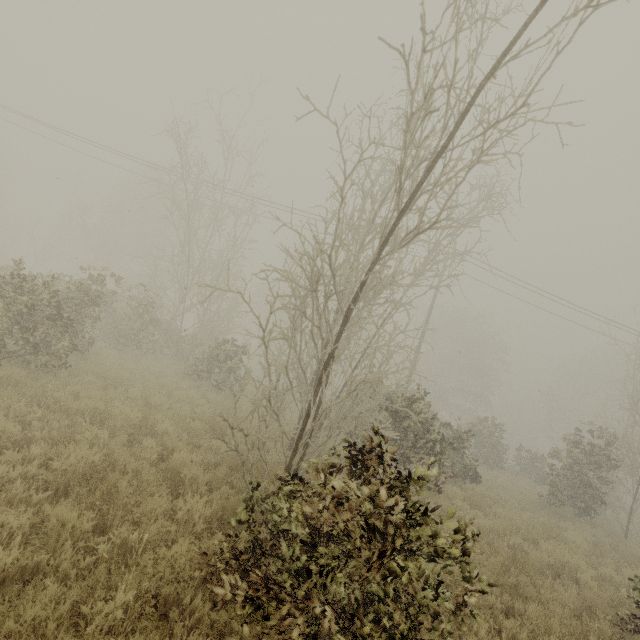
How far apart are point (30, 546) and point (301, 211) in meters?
17.6
